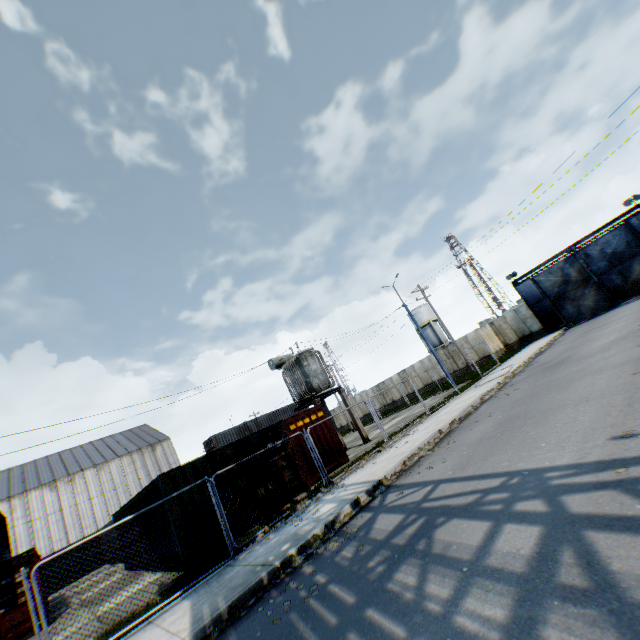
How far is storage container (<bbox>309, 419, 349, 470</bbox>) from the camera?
14.70m

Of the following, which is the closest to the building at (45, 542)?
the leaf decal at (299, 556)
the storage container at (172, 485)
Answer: the storage container at (172, 485)

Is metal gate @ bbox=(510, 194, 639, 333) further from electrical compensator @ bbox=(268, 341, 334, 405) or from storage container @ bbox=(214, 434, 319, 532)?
storage container @ bbox=(214, 434, 319, 532)

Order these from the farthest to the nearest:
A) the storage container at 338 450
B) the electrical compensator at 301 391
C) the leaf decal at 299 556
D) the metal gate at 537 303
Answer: the metal gate at 537 303 → the electrical compensator at 301 391 → the storage container at 338 450 → the leaf decal at 299 556

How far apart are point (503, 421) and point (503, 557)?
6.5m

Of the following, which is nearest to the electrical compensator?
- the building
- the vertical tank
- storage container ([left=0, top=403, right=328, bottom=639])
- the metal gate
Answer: storage container ([left=0, top=403, right=328, bottom=639])

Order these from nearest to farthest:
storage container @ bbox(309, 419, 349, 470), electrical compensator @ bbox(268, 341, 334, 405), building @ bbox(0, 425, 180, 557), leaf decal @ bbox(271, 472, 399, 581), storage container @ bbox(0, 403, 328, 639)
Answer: leaf decal @ bbox(271, 472, 399, 581) < storage container @ bbox(0, 403, 328, 639) < storage container @ bbox(309, 419, 349, 470) < electrical compensator @ bbox(268, 341, 334, 405) < building @ bbox(0, 425, 180, 557)
